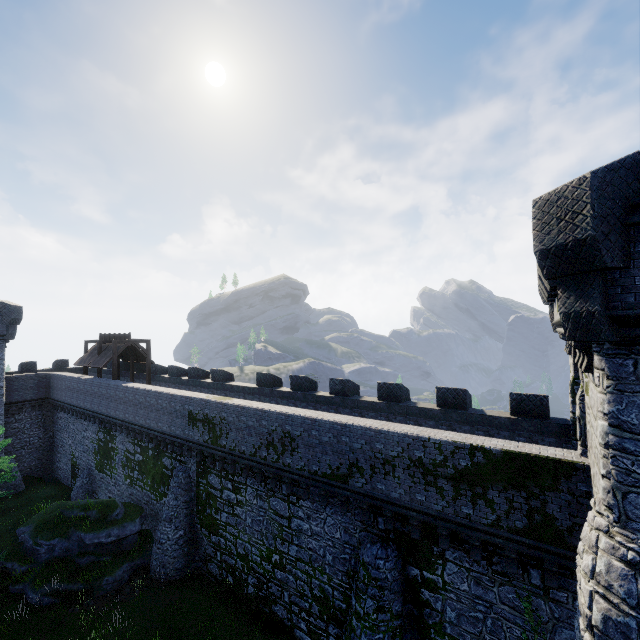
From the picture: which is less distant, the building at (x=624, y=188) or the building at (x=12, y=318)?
the building at (x=624, y=188)

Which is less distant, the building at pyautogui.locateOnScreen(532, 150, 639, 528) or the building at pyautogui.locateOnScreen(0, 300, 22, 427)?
the building at pyautogui.locateOnScreen(532, 150, 639, 528)

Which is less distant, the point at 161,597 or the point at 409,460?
the point at 409,460
